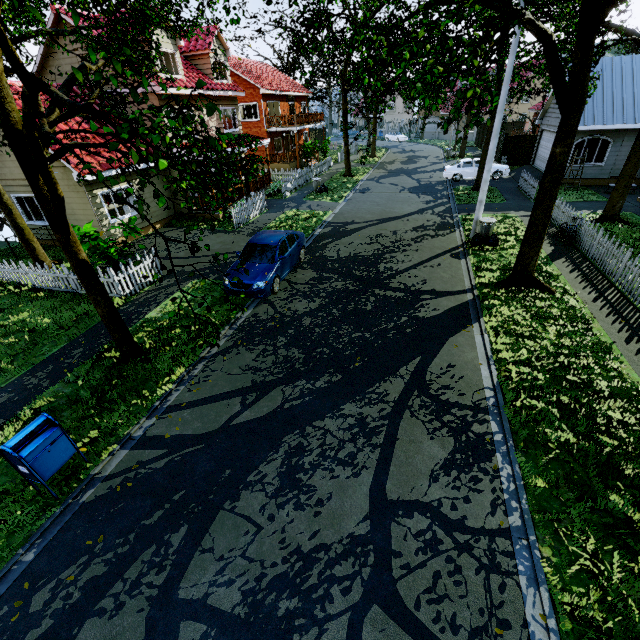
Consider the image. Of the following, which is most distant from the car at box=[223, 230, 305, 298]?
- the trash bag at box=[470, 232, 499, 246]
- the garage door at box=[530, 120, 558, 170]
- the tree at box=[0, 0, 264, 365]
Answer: the garage door at box=[530, 120, 558, 170]

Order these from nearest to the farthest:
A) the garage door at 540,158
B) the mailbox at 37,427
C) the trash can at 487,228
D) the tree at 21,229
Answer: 1. the mailbox at 37,427
2. the tree at 21,229
3. the trash can at 487,228
4. the garage door at 540,158

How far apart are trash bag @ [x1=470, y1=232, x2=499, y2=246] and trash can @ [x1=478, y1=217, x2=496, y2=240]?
0.0 meters

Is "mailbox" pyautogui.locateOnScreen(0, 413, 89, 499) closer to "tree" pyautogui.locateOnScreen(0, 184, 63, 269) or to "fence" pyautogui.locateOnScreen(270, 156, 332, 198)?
"tree" pyautogui.locateOnScreen(0, 184, 63, 269)

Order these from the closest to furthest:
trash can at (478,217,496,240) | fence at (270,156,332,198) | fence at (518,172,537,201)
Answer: trash can at (478,217,496,240)
fence at (518,172,537,201)
fence at (270,156,332,198)

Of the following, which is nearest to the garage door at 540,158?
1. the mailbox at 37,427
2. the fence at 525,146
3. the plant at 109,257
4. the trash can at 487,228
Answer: the fence at 525,146

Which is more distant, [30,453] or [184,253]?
[184,253]

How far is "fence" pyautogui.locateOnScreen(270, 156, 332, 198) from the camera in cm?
2313
